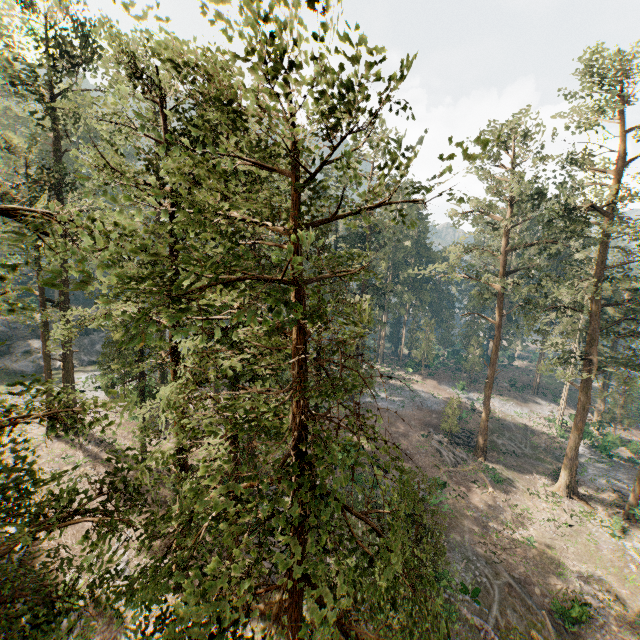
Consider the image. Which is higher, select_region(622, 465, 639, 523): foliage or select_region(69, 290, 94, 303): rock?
select_region(69, 290, 94, 303): rock

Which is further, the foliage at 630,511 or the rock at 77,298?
the rock at 77,298

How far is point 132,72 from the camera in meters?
14.0 m

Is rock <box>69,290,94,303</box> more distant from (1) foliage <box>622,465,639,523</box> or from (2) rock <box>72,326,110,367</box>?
(2) rock <box>72,326,110,367</box>

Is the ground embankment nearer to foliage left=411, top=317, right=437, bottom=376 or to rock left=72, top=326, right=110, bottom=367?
foliage left=411, top=317, right=437, bottom=376

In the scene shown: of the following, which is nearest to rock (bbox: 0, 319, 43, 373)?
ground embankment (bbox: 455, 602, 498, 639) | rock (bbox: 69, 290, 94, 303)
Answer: rock (bbox: 69, 290, 94, 303)

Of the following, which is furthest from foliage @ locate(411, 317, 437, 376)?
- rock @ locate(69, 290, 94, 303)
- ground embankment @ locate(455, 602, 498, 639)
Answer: → rock @ locate(69, 290, 94, 303)

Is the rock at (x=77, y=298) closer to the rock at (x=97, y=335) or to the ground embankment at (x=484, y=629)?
the rock at (x=97, y=335)
